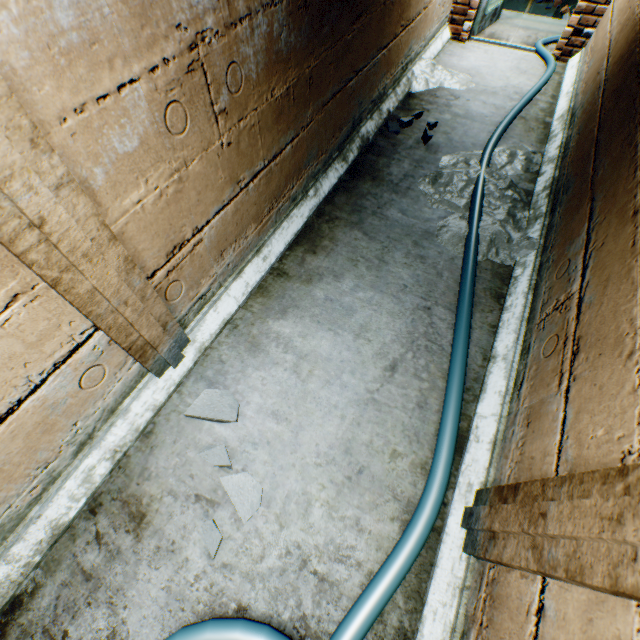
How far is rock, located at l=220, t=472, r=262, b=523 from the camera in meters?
1.5 m

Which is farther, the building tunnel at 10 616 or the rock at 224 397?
the rock at 224 397

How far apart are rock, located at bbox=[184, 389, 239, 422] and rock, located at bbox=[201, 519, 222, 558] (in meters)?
0.12

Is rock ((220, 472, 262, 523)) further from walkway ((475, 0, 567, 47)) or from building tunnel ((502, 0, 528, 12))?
walkway ((475, 0, 567, 47))

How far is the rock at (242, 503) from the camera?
1.5m

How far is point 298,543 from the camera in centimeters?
143cm
